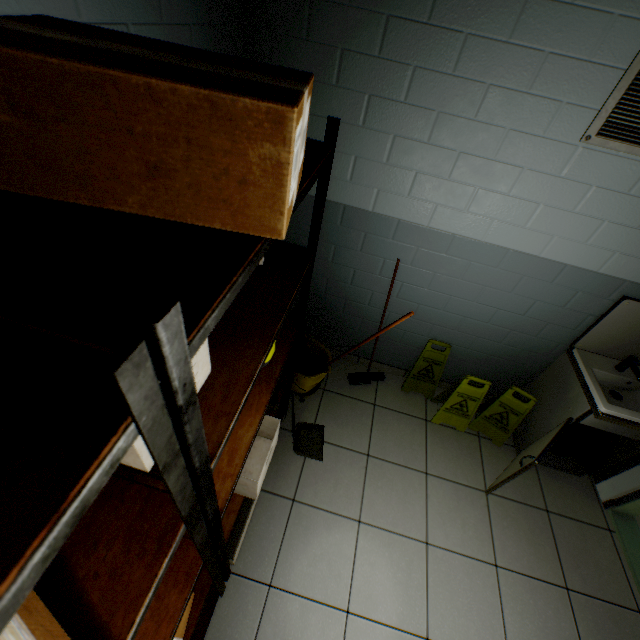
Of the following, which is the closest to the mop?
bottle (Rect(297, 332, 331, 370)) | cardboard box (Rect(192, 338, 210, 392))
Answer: bottle (Rect(297, 332, 331, 370))

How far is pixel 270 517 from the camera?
2.2 meters

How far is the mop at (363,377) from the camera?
2.08m

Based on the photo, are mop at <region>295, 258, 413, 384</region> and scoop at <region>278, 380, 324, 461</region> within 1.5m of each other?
yes

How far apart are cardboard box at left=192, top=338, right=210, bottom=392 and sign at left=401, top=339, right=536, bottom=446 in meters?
2.3

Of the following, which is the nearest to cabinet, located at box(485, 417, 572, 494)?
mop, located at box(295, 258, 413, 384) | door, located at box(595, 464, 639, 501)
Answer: door, located at box(595, 464, 639, 501)

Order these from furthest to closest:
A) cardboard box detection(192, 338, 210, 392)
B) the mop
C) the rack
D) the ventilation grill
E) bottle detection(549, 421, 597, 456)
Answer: bottle detection(549, 421, 597, 456) → the mop → the ventilation grill → cardboard box detection(192, 338, 210, 392) → the rack

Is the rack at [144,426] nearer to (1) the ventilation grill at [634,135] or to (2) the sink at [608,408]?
(1) the ventilation grill at [634,135]
